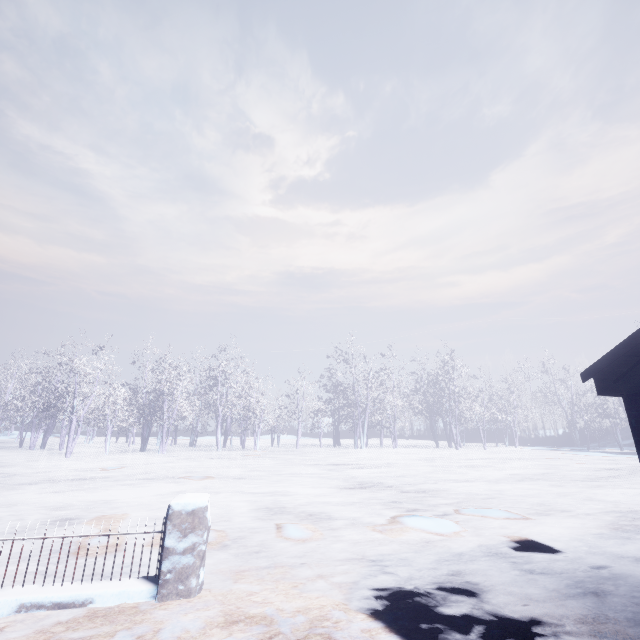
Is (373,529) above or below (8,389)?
below
